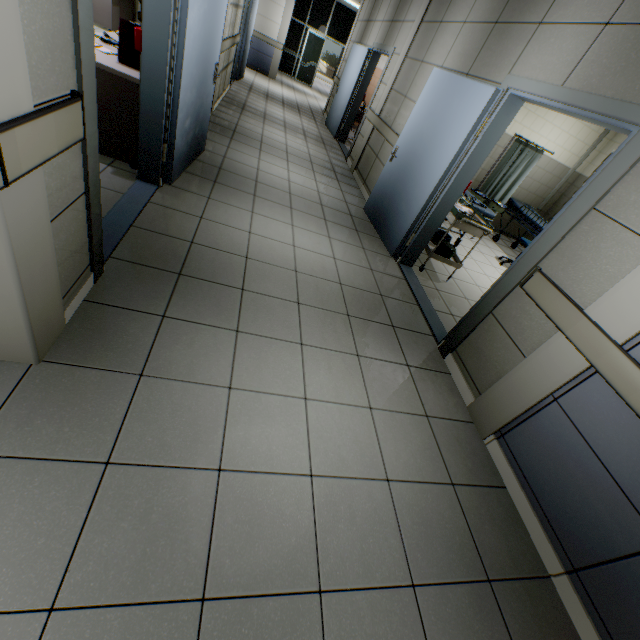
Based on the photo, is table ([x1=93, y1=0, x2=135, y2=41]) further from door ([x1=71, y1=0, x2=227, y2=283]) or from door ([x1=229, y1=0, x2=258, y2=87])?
door ([x1=71, y1=0, x2=227, y2=283])

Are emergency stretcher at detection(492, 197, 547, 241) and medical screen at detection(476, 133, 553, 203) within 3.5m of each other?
yes

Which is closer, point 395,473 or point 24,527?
point 24,527

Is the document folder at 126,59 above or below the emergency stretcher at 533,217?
above

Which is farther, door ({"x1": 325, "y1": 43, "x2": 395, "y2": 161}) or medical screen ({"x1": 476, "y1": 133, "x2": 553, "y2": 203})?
door ({"x1": 325, "y1": 43, "x2": 395, "y2": 161})

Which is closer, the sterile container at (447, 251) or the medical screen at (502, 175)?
the sterile container at (447, 251)

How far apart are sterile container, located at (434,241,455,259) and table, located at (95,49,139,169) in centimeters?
372cm

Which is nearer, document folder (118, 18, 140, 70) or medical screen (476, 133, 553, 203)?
document folder (118, 18, 140, 70)
